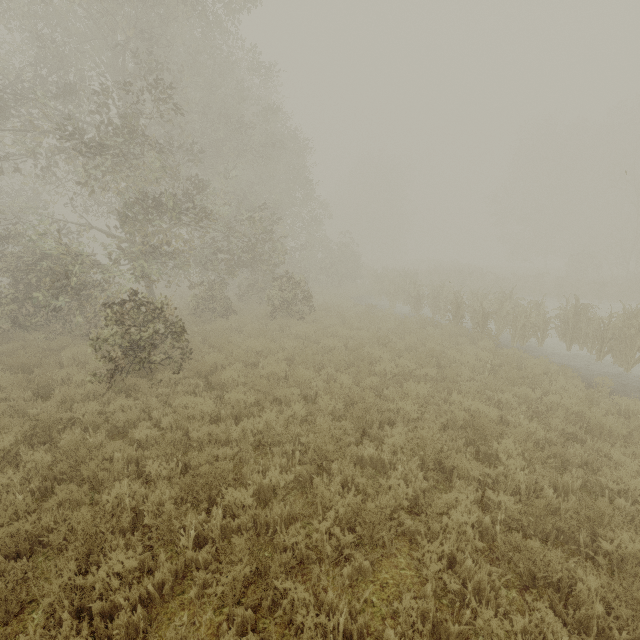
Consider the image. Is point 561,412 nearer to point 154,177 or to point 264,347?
point 264,347
